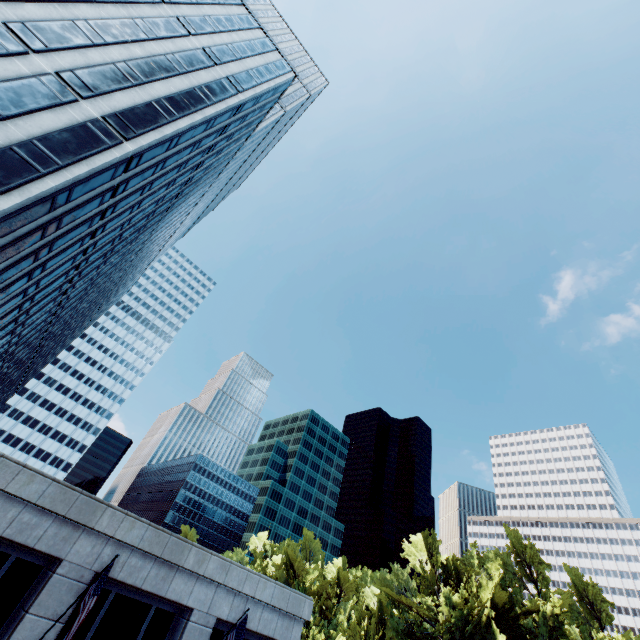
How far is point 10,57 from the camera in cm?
1758

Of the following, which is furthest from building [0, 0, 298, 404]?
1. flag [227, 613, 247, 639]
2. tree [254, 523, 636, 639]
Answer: tree [254, 523, 636, 639]

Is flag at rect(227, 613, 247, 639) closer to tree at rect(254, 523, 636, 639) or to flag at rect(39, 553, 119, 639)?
flag at rect(39, 553, 119, 639)

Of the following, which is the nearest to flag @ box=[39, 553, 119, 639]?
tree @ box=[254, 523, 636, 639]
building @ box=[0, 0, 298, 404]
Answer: building @ box=[0, 0, 298, 404]

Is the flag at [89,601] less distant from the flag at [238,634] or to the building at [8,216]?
the building at [8,216]

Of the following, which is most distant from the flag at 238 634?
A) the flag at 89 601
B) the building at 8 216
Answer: the flag at 89 601

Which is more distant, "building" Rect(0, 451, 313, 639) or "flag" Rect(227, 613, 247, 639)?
"flag" Rect(227, 613, 247, 639)

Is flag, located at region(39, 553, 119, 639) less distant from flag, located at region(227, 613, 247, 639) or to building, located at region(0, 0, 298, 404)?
building, located at region(0, 0, 298, 404)
